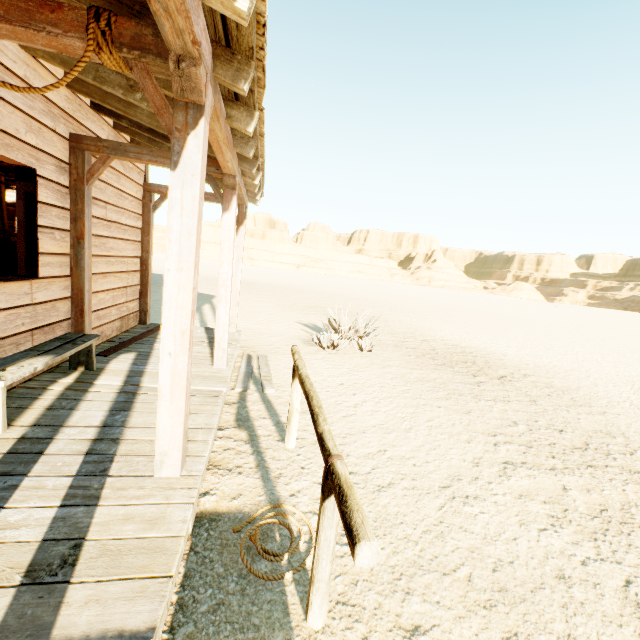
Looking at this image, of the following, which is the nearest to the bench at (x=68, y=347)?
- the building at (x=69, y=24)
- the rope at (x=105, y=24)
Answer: the building at (x=69, y=24)

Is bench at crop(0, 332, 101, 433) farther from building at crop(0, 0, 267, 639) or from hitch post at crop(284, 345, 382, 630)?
hitch post at crop(284, 345, 382, 630)

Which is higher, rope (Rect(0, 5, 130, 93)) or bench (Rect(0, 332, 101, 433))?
rope (Rect(0, 5, 130, 93))

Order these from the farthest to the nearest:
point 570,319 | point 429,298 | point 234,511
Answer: point 429,298 < point 570,319 < point 234,511

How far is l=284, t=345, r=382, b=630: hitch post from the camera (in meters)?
1.23

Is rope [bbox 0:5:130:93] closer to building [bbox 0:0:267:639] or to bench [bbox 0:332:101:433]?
building [bbox 0:0:267:639]

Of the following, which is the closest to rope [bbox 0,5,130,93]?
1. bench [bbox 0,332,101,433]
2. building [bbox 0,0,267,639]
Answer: building [bbox 0,0,267,639]

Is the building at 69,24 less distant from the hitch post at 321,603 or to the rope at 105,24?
the rope at 105,24
